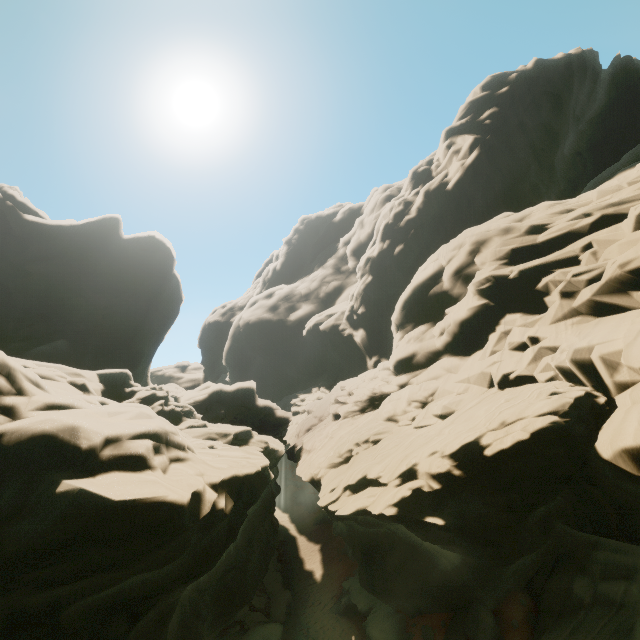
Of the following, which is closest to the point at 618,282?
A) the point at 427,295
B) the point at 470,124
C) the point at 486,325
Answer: the point at 486,325
